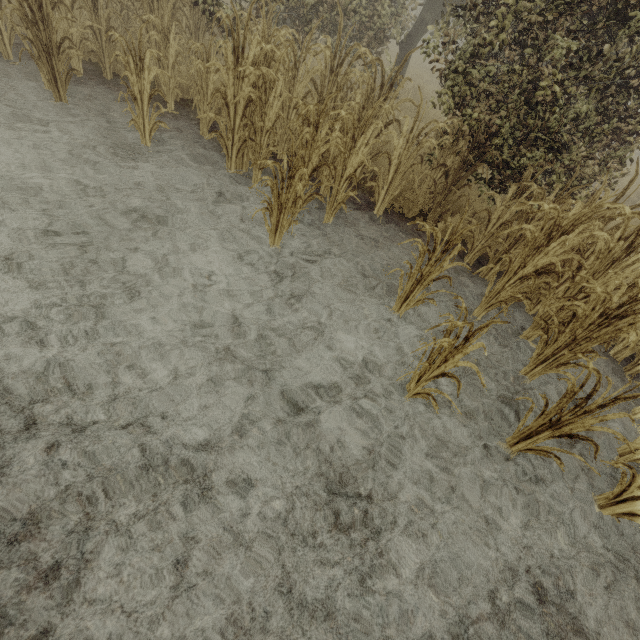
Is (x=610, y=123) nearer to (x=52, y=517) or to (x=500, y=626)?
(x=500, y=626)
